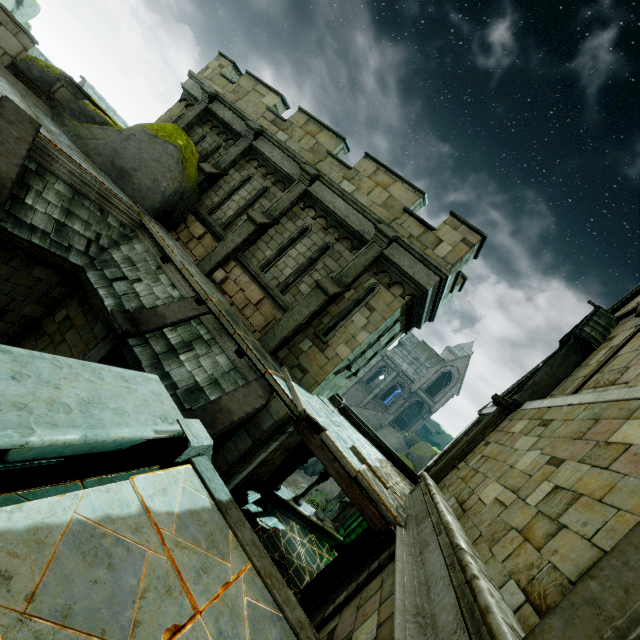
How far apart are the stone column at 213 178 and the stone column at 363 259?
6.1m

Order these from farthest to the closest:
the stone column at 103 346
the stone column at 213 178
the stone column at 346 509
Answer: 1. the stone column at 346 509
2. the stone column at 213 178
3. the stone column at 103 346

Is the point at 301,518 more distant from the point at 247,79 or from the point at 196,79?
the point at 196,79

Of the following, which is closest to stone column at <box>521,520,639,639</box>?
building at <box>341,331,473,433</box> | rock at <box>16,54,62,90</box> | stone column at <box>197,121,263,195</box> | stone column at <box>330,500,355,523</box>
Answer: rock at <box>16,54,62,90</box>

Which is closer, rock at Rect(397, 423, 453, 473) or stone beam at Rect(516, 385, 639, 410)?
stone beam at Rect(516, 385, 639, 410)

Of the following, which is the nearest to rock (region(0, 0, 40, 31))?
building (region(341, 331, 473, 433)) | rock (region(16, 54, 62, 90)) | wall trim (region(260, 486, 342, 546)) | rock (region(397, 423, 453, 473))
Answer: building (region(341, 331, 473, 433))

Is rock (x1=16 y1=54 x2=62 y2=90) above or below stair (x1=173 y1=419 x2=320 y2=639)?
above

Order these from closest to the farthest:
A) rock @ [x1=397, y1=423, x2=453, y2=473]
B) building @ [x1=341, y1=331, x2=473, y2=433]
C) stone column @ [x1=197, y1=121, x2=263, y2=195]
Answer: stone column @ [x1=197, y1=121, x2=263, y2=195] < rock @ [x1=397, y1=423, x2=453, y2=473] < building @ [x1=341, y1=331, x2=473, y2=433]
